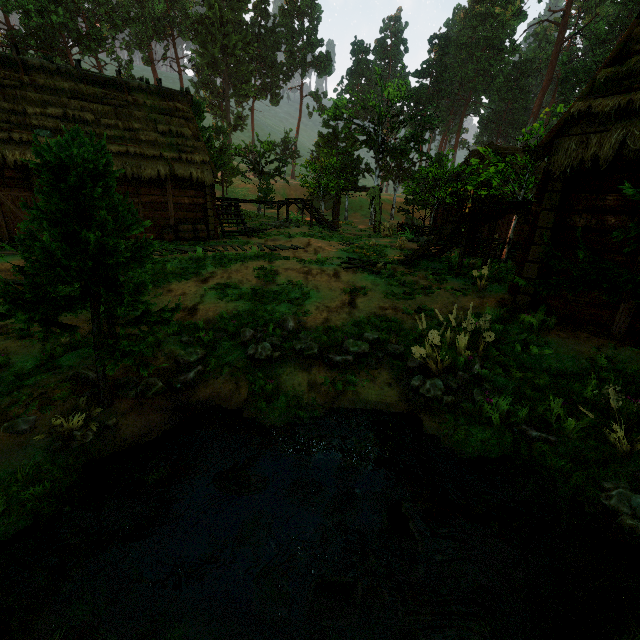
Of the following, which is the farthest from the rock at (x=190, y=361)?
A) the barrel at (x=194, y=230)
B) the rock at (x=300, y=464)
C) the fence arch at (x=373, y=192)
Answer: the fence arch at (x=373, y=192)

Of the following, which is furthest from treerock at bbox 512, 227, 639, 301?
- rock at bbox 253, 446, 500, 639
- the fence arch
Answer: rock at bbox 253, 446, 500, 639

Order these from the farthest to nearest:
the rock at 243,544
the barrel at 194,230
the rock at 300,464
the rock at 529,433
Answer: the barrel at 194,230
the rock at 529,433
the rock at 243,544
the rock at 300,464

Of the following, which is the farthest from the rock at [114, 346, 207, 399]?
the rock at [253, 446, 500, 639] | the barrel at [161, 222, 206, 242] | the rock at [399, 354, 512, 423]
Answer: the barrel at [161, 222, 206, 242]

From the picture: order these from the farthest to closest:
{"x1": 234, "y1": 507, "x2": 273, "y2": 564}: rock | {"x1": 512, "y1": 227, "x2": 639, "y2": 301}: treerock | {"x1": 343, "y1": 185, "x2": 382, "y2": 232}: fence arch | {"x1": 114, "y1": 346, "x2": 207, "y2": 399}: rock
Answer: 1. {"x1": 343, "y1": 185, "x2": 382, "y2": 232}: fence arch
2. {"x1": 114, "y1": 346, "x2": 207, "y2": 399}: rock
3. {"x1": 512, "y1": 227, "x2": 639, "y2": 301}: treerock
4. {"x1": 234, "y1": 507, "x2": 273, "y2": 564}: rock

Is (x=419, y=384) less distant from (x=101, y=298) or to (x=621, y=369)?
(x=621, y=369)

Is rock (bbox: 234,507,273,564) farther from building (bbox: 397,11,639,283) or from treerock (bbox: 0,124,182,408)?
building (bbox: 397,11,639,283)

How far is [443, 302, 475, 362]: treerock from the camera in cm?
603
